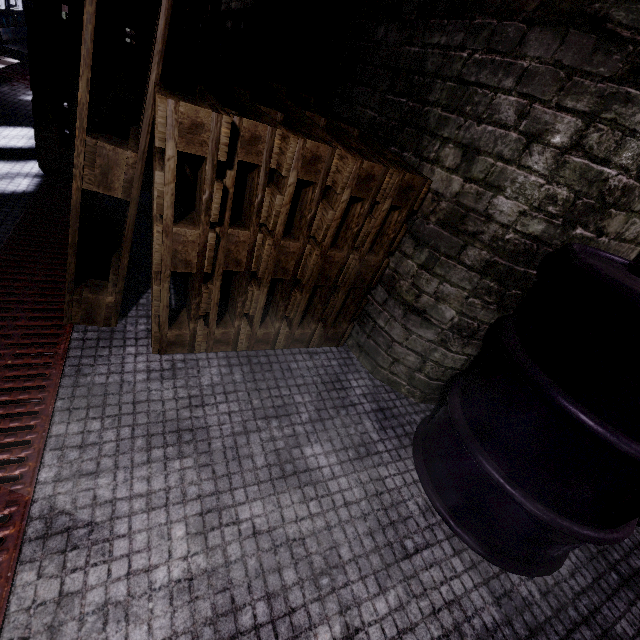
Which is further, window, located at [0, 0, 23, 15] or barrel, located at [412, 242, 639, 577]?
window, located at [0, 0, 23, 15]

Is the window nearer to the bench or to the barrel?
the bench

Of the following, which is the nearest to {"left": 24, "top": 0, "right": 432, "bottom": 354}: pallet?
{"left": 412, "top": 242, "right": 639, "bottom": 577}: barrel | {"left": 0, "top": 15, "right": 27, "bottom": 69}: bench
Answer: {"left": 412, "top": 242, "right": 639, "bottom": 577}: barrel

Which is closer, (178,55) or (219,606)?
(219,606)

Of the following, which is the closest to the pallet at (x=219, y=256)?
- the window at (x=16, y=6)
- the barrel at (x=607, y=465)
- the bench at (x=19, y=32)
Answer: the barrel at (x=607, y=465)

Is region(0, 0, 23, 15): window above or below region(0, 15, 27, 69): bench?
above

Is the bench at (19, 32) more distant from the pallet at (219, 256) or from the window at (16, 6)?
the pallet at (219, 256)

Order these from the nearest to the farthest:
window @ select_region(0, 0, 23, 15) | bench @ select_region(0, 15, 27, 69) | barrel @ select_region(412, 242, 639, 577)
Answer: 1. barrel @ select_region(412, 242, 639, 577)
2. bench @ select_region(0, 15, 27, 69)
3. window @ select_region(0, 0, 23, 15)
